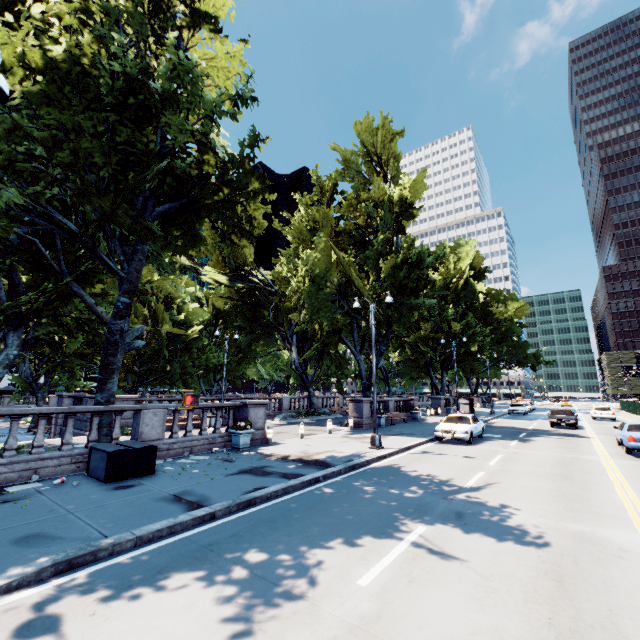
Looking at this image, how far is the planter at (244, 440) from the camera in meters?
14.1 m

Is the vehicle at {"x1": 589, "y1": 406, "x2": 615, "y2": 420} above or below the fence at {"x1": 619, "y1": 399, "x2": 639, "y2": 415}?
below

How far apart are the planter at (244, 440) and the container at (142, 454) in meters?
4.1

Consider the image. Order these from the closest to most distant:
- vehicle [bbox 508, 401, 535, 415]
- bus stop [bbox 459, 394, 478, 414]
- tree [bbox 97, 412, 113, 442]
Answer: tree [bbox 97, 412, 113, 442], bus stop [bbox 459, 394, 478, 414], vehicle [bbox 508, 401, 535, 415]

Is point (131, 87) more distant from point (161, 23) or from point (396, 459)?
point (396, 459)

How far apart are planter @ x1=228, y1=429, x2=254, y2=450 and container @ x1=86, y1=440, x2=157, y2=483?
4.1m

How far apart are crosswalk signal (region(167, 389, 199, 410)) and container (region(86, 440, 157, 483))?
4.54m

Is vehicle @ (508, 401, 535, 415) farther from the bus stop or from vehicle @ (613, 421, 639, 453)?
vehicle @ (613, 421, 639, 453)
